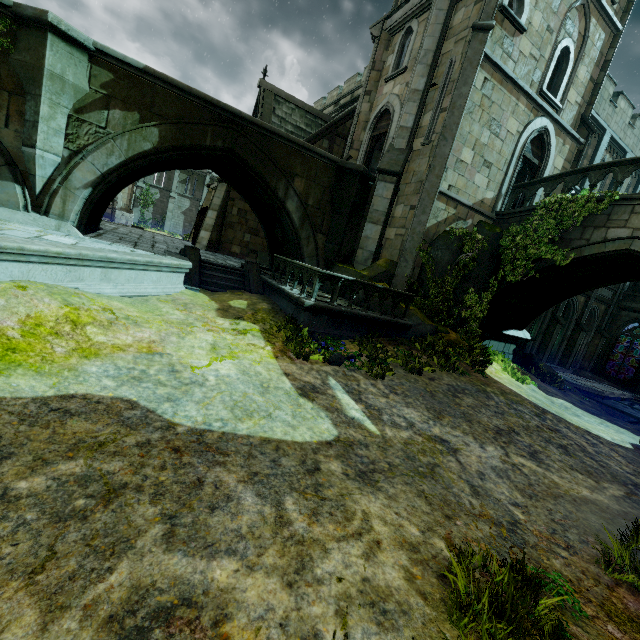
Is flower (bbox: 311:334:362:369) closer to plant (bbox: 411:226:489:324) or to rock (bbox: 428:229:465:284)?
rock (bbox: 428:229:465:284)

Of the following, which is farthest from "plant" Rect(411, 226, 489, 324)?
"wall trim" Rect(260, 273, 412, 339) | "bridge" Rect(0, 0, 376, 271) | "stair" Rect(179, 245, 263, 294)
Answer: "stair" Rect(179, 245, 263, 294)

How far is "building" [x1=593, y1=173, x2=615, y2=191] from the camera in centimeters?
2050cm

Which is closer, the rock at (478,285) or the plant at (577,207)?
the plant at (577,207)

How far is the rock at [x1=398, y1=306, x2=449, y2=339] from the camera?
10.8m

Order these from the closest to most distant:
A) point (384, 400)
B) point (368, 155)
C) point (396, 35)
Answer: point (384, 400) → point (396, 35) → point (368, 155)

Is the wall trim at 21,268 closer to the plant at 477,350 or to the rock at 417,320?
the rock at 417,320

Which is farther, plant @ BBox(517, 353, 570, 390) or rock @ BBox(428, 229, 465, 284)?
plant @ BBox(517, 353, 570, 390)
